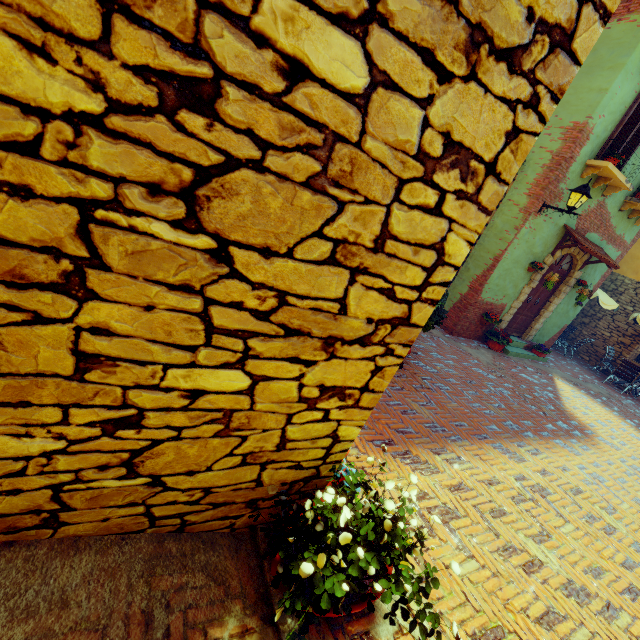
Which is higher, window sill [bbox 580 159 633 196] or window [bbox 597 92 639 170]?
window [bbox 597 92 639 170]

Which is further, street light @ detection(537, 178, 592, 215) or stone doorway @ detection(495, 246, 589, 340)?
stone doorway @ detection(495, 246, 589, 340)

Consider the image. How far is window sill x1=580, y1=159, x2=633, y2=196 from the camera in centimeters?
716cm

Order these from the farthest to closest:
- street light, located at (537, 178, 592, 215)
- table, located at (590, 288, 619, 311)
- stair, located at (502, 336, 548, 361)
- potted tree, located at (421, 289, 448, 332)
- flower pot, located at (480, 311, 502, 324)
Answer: table, located at (590, 288, 619, 311)
stair, located at (502, 336, 548, 361)
flower pot, located at (480, 311, 502, 324)
street light, located at (537, 178, 592, 215)
potted tree, located at (421, 289, 448, 332)

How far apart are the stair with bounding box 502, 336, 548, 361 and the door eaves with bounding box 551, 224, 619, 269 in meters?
2.5

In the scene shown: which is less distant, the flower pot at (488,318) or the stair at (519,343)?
the flower pot at (488,318)

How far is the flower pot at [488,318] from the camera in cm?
880

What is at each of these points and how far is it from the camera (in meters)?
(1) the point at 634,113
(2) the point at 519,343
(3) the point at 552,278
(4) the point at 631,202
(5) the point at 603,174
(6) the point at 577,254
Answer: (1) window, 7.04
(2) stair, 10.02
(3) flower pot, 8.31
(4) window sill, 8.59
(5) window sill, 7.57
(6) stone doorway, 9.08
